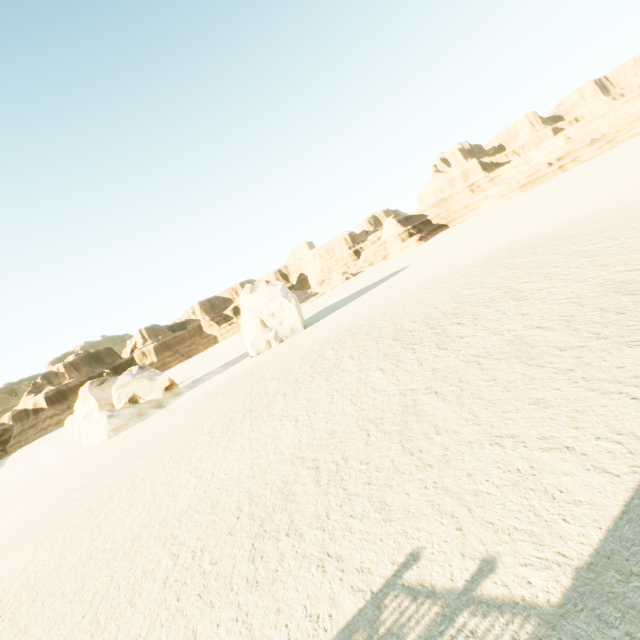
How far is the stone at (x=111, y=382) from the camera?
28.9 meters

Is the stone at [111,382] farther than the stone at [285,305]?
No

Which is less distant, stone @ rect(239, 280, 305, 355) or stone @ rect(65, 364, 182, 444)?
stone @ rect(65, 364, 182, 444)

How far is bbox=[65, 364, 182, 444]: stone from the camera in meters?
28.9

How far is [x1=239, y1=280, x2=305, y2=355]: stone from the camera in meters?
33.4

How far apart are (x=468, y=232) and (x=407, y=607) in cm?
5106
